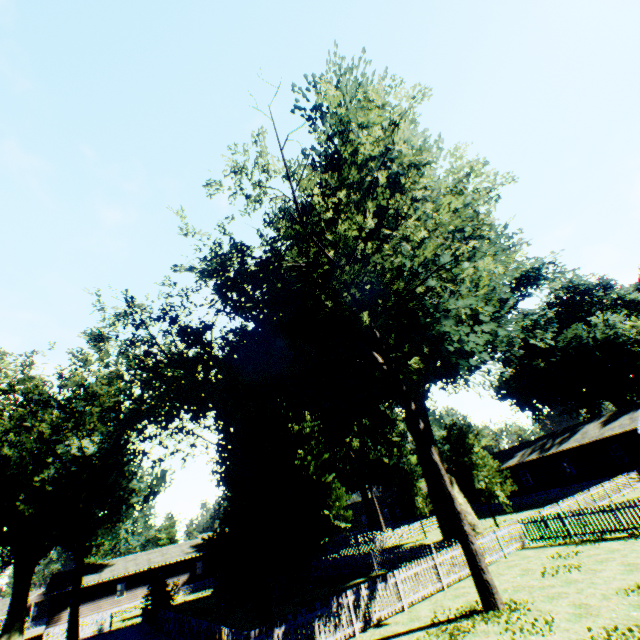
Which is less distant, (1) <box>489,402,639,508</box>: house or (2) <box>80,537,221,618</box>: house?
(1) <box>489,402,639,508</box>: house

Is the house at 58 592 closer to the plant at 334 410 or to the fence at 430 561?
the fence at 430 561

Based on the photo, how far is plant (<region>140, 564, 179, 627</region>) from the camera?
23.98m

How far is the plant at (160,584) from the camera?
24.0m

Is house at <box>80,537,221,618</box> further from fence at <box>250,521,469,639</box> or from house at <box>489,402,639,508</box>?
house at <box>489,402,639,508</box>

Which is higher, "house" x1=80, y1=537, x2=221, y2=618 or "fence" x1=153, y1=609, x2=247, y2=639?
"house" x1=80, y1=537, x2=221, y2=618

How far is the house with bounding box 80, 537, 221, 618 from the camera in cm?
4144

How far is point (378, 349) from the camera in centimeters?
1475cm
